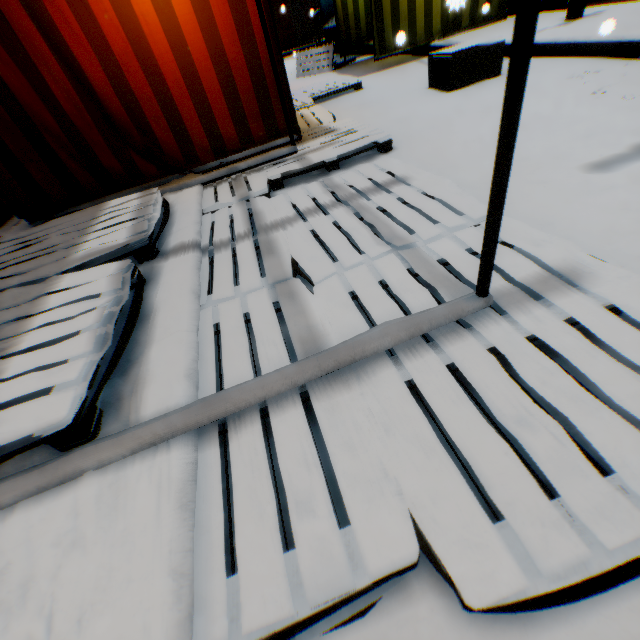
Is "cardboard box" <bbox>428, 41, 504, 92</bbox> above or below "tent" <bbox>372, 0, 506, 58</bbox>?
below

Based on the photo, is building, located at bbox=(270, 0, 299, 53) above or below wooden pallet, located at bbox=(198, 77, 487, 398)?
above

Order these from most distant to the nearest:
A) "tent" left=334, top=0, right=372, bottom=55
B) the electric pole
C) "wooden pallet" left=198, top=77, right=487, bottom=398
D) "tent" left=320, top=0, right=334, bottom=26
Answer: "tent" left=320, top=0, right=334, bottom=26, "tent" left=334, top=0, right=372, bottom=55, the electric pole, "wooden pallet" left=198, top=77, right=487, bottom=398

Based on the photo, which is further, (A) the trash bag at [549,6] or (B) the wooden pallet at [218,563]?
(A) the trash bag at [549,6]

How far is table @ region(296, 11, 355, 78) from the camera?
8.07m

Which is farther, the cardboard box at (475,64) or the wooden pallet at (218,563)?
the cardboard box at (475,64)

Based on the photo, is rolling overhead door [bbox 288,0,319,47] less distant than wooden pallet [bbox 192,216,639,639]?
No

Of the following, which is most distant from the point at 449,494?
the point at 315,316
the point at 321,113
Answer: the point at 321,113
